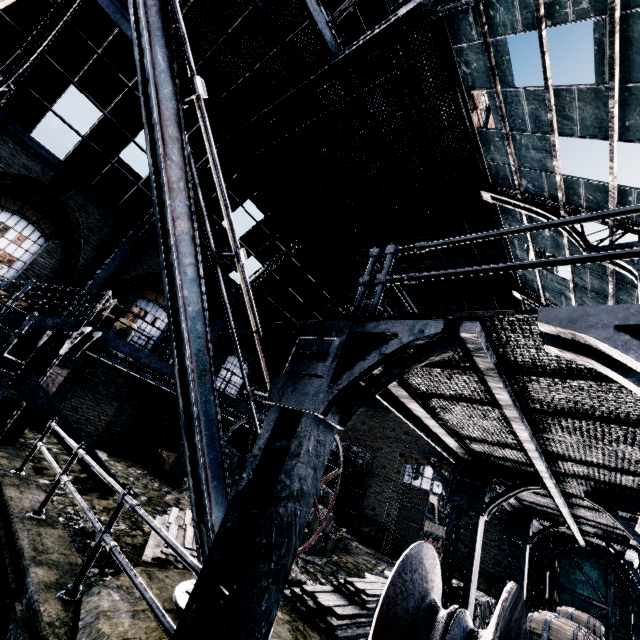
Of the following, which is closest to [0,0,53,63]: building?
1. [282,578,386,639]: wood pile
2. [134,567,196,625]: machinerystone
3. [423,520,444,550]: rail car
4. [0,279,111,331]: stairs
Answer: [0,279,111,331]: stairs

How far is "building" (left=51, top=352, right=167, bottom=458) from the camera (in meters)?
13.74

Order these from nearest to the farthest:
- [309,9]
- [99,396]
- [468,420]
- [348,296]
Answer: [468,420] < [309,9] < [99,396] < [348,296]

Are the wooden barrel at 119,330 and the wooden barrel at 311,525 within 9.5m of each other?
yes

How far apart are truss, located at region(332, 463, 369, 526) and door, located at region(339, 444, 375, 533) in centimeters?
43cm

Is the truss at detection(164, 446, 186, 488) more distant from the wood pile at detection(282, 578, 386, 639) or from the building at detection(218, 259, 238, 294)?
the wood pile at detection(282, 578, 386, 639)

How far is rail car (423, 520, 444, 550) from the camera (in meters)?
28.41

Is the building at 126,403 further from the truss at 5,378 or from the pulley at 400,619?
the pulley at 400,619
